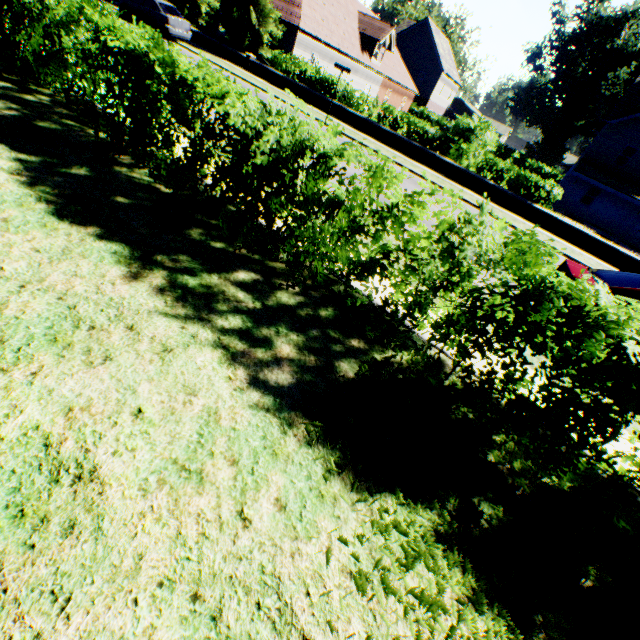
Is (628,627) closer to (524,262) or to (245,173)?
(524,262)

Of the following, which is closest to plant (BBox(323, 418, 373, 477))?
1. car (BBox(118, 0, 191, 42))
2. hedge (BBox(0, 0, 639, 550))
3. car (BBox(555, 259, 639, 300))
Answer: hedge (BBox(0, 0, 639, 550))

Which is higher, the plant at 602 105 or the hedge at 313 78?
the plant at 602 105

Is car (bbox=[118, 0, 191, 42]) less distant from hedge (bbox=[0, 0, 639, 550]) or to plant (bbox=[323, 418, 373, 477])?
hedge (bbox=[0, 0, 639, 550])

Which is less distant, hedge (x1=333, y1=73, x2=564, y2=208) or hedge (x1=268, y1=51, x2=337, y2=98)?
hedge (x1=333, y1=73, x2=564, y2=208)

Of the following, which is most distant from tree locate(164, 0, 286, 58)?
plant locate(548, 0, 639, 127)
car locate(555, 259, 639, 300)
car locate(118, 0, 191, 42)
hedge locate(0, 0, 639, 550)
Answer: car locate(555, 259, 639, 300)

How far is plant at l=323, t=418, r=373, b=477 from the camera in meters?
2.7 m
